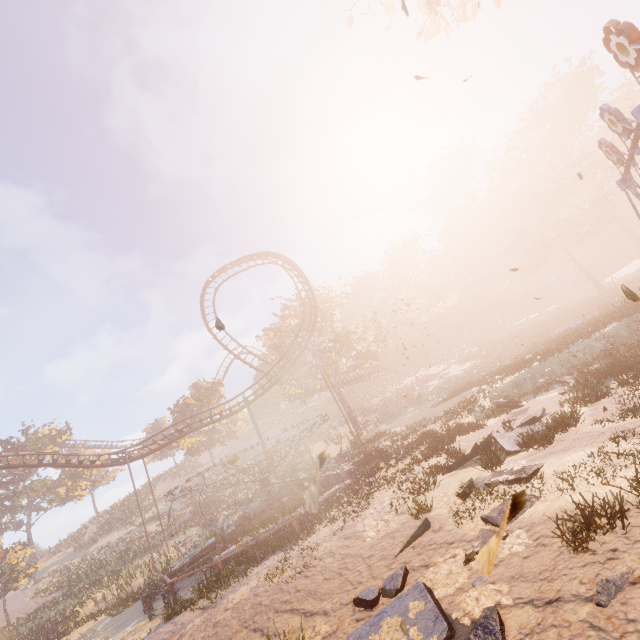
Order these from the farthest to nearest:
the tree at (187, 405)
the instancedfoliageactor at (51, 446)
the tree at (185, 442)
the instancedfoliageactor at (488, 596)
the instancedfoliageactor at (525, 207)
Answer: the tree at (187, 405)
the instancedfoliageactor at (51, 446)
the tree at (185, 442)
the instancedfoliageactor at (525, 207)
the instancedfoliageactor at (488, 596)

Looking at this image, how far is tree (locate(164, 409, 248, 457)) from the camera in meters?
43.8

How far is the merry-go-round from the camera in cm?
1198

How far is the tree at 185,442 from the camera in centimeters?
4378cm

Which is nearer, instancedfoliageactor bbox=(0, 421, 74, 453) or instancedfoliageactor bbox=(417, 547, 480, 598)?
instancedfoliageactor bbox=(417, 547, 480, 598)

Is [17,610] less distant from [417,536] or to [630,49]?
[417,536]

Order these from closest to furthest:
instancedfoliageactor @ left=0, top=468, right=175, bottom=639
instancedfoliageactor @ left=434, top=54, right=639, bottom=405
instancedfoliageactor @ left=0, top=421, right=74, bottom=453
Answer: instancedfoliageactor @ left=0, top=468, right=175, bottom=639
instancedfoliageactor @ left=434, top=54, right=639, bottom=405
instancedfoliageactor @ left=0, top=421, right=74, bottom=453

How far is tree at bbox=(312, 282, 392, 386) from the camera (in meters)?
38.03
